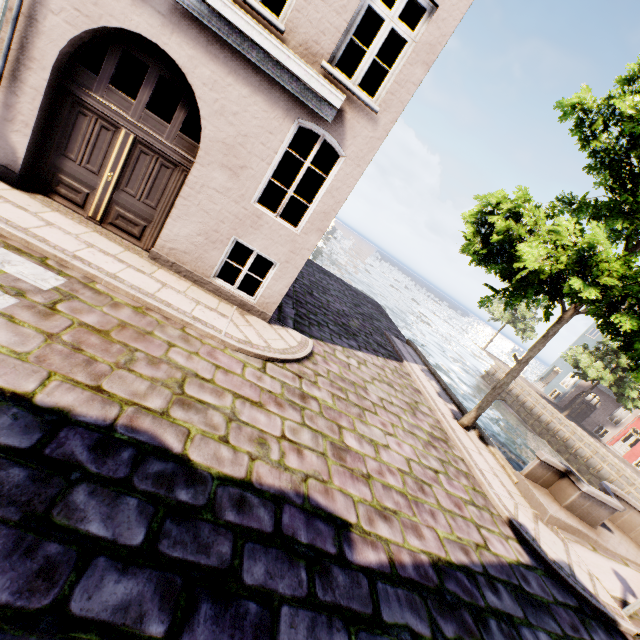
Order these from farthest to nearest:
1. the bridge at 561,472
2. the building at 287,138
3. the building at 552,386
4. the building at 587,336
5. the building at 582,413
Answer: the building at 587,336 → the building at 552,386 → the building at 582,413 → the bridge at 561,472 → the building at 287,138

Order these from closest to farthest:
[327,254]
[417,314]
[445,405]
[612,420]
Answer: [445,405], [612,420], [327,254], [417,314]

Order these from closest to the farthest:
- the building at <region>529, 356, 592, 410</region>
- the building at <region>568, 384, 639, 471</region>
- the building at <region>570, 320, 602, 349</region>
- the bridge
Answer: the bridge, the building at <region>568, 384, 639, 471</region>, the building at <region>529, 356, 592, 410</region>, the building at <region>570, 320, 602, 349</region>

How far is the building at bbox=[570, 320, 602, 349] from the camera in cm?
3544

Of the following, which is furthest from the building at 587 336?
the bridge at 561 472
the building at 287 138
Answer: the building at 287 138

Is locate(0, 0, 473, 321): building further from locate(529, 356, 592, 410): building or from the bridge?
locate(529, 356, 592, 410): building
